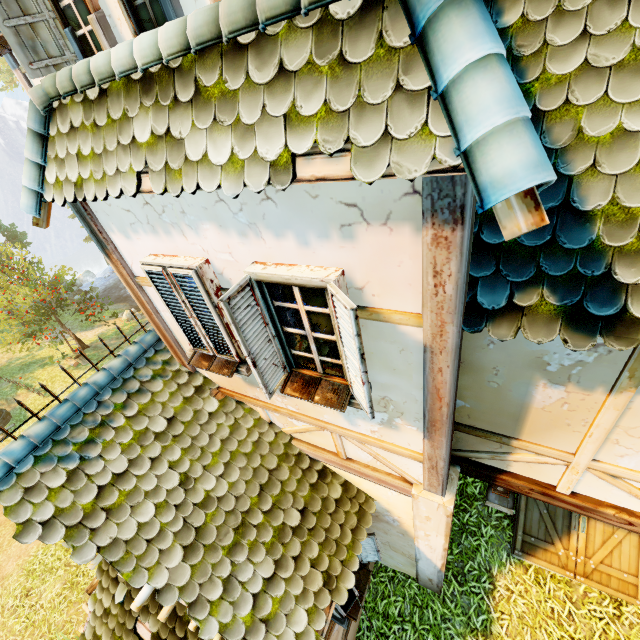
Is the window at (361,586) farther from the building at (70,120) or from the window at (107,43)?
the window at (107,43)

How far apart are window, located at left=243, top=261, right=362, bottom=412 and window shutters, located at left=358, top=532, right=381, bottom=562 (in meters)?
2.80

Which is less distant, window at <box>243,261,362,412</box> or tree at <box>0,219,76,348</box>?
window at <box>243,261,362,412</box>

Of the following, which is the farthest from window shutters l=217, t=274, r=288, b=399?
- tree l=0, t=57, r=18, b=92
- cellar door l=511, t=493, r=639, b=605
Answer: tree l=0, t=57, r=18, b=92

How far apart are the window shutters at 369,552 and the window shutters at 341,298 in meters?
3.0

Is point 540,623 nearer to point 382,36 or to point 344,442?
point 344,442

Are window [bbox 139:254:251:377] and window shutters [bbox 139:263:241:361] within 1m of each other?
yes

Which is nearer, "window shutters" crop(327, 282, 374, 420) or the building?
the building
